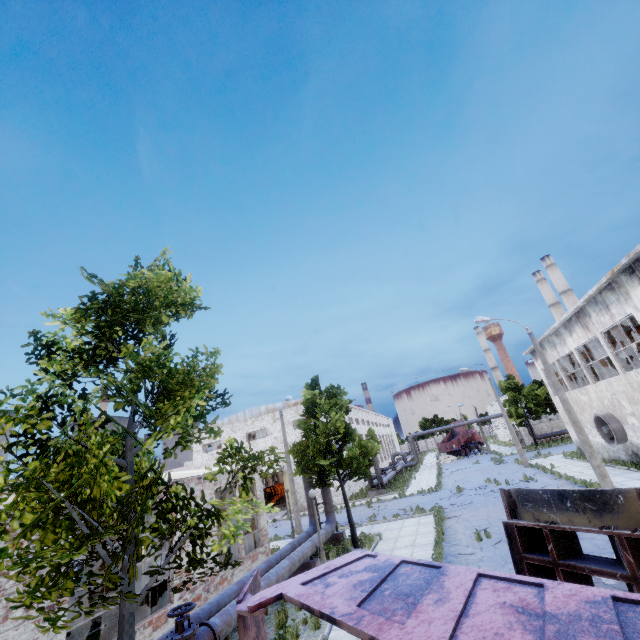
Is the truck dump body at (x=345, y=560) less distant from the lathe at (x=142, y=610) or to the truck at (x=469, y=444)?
the lathe at (x=142, y=610)

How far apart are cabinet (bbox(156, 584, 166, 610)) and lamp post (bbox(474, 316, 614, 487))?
19.0 meters

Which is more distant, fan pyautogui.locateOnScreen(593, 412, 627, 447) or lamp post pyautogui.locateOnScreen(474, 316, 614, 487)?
fan pyautogui.locateOnScreen(593, 412, 627, 447)

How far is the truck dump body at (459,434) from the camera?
54.8m

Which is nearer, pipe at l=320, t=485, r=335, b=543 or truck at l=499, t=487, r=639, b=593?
truck at l=499, t=487, r=639, b=593

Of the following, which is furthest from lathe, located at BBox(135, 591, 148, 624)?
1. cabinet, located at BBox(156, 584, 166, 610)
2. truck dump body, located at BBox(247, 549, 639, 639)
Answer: truck dump body, located at BBox(247, 549, 639, 639)

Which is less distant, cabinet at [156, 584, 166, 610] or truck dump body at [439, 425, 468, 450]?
cabinet at [156, 584, 166, 610]

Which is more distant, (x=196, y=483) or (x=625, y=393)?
(x=625, y=393)
